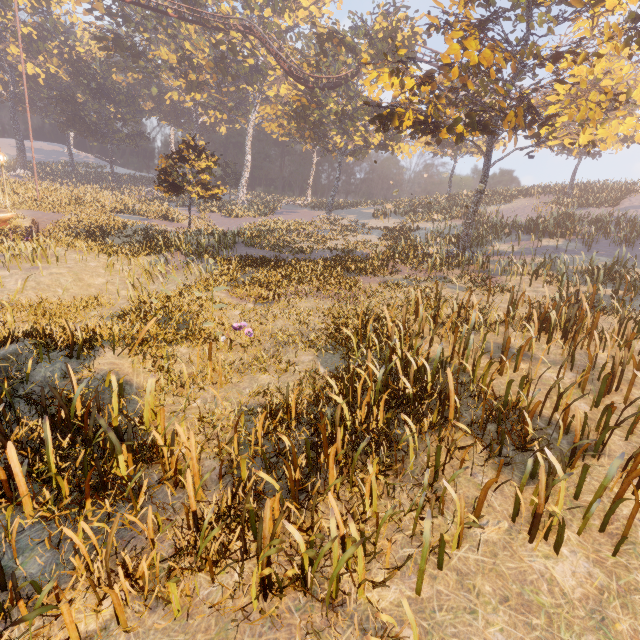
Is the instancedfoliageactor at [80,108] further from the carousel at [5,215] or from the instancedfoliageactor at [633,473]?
the instancedfoliageactor at [633,473]

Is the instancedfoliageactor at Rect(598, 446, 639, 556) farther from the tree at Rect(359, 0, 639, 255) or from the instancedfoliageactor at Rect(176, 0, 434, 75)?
the instancedfoliageactor at Rect(176, 0, 434, 75)

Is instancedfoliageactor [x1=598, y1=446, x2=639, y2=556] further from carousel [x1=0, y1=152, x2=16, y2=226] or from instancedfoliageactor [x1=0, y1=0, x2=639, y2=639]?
carousel [x1=0, y1=152, x2=16, y2=226]

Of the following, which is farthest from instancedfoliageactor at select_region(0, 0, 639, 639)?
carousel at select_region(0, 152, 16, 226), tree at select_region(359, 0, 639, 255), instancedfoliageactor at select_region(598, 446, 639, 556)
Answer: instancedfoliageactor at select_region(598, 446, 639, 556)

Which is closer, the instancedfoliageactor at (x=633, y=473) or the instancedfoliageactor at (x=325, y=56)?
the instancedfoliageactor at (x=633, y=473)

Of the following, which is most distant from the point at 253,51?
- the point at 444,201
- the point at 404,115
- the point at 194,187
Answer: the point at 404,115

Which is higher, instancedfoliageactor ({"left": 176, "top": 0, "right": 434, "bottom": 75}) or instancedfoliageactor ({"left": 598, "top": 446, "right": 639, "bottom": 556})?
instancedfoliageactor ({"left": 176, "top": 0, "right": 434, "bottom": 75})
